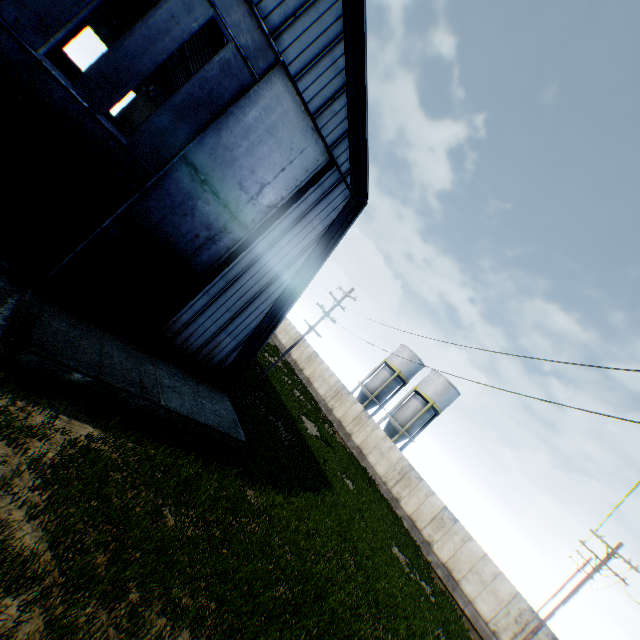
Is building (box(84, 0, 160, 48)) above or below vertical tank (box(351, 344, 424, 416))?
above

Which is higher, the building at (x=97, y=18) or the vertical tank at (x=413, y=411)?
the building at (x=97, y=18)

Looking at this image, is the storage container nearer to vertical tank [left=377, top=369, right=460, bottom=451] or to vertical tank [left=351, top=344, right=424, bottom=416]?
vertical tank [left=351, top=344, right=424, bottom=416]

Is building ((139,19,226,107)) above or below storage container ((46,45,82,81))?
above

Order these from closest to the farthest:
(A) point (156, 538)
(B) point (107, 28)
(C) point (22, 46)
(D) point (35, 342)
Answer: (A) point (156, 538) → (C) point (22, 46) → (D) point (35, 342) → (B) point (107, 28)

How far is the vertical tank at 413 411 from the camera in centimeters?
3616cm

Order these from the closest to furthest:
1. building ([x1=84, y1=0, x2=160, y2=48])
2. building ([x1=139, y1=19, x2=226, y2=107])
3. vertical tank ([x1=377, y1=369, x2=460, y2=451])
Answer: building ([x1=139, y1=19, x2=226, y2=107]) < vertical tank ([x1=377, y1=369, x2=460, y2=451]) < building ([x1=84, y1=0, x2=160, y2=48])

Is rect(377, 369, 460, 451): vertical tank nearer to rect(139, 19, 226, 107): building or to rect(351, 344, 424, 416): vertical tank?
rect(351, 344, 424, 416): vertical tank
